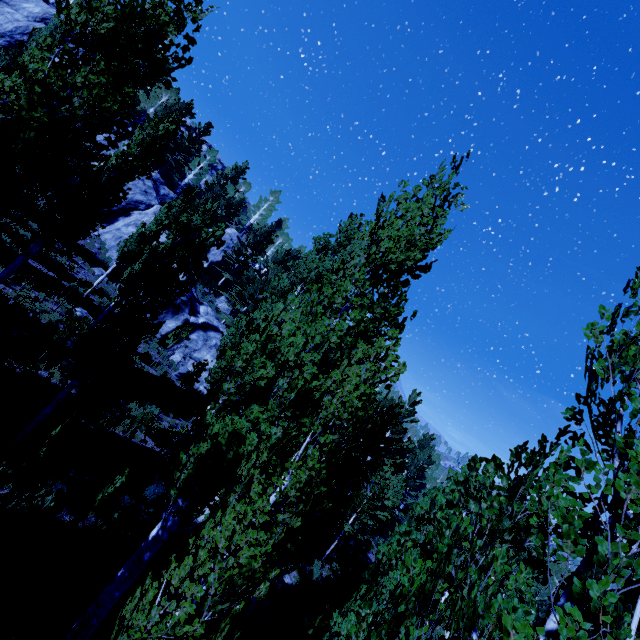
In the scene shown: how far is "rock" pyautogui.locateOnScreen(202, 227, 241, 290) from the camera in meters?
39.7 m

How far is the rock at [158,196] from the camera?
27.2m

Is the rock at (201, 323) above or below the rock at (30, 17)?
below

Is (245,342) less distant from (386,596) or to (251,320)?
(251,320)

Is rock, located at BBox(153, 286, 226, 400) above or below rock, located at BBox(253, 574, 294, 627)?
above

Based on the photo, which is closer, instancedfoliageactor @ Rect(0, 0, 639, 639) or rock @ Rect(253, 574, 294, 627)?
instancedfoliageactor @ Rect(0, 0, 639, 639)

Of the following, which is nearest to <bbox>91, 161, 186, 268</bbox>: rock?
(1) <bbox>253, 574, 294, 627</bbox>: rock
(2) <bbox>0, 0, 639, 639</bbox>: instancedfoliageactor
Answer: (2) <bbox>0, 0, 639, 639</bbox>: instancedfoliageactor
